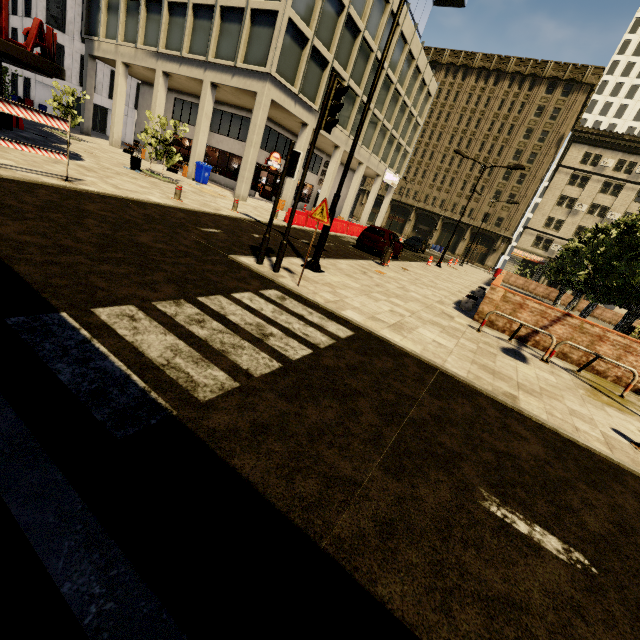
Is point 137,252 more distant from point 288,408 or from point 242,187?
point 242,187

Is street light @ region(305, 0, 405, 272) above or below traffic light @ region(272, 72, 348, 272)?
below

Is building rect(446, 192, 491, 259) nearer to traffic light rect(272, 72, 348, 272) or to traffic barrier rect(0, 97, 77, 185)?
traffic barrier rect(0, 97, 77, 185)

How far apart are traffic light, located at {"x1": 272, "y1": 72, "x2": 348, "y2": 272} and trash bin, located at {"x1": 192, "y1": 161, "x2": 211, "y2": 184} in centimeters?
1787cm

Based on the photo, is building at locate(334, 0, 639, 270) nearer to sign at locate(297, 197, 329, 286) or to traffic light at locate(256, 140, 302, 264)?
traffic light at locate(256, 140, 302, 264)

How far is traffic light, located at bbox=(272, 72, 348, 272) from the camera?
6.0 meters

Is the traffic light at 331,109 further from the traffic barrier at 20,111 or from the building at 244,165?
the building at 244,165

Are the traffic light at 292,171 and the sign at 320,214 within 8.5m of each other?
yes
